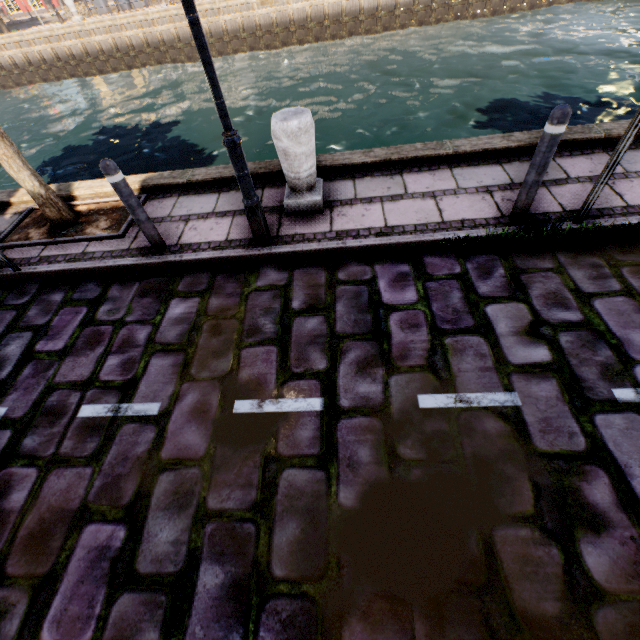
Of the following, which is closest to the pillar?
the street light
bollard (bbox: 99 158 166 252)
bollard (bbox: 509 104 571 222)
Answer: the street light

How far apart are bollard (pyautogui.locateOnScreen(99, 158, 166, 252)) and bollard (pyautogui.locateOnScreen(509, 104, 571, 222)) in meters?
4.1 m

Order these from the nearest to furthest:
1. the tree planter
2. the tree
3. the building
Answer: the tree, the tree planter, the building

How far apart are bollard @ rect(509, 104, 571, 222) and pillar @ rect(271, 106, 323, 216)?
2.2m

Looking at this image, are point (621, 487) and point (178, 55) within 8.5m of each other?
no

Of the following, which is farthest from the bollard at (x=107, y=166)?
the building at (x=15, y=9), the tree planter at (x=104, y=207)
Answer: the building at (x=15, y=9)

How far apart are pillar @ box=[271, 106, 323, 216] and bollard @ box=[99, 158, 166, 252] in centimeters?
158cm

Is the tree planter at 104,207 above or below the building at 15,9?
below
